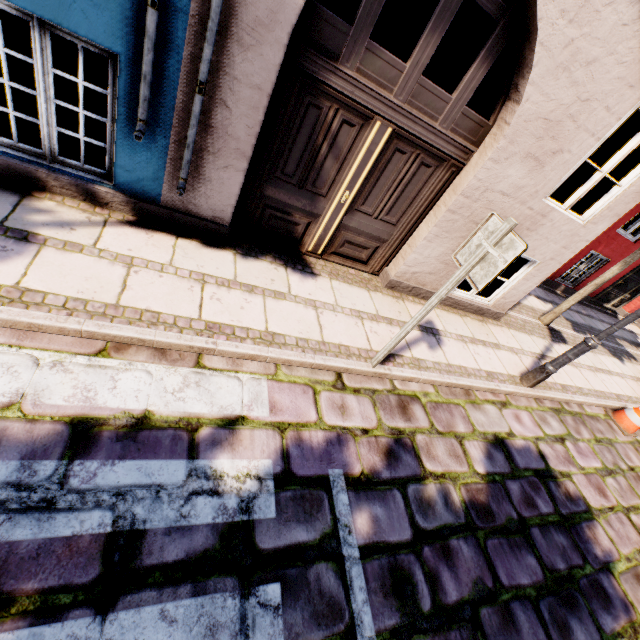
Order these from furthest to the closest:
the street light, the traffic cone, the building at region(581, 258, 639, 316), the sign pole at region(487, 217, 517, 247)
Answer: the building at region(581, 258, 639, 316) → the traffic cone → the street light → the sign pole at region(487, 217, 517, 247)

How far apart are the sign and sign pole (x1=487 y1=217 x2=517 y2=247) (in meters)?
0.03

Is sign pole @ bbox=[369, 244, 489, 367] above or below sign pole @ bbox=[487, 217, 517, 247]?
below

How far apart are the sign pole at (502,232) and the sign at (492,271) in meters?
0.0

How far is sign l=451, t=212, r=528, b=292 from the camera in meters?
2.4

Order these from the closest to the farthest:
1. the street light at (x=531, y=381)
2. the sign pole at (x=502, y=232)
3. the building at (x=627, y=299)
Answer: the sign pole at (x=502, y=232), the street light at (x=531, y=381), the building at (x=627, y=299)

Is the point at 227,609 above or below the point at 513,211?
below

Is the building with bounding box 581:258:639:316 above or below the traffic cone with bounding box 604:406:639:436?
above
